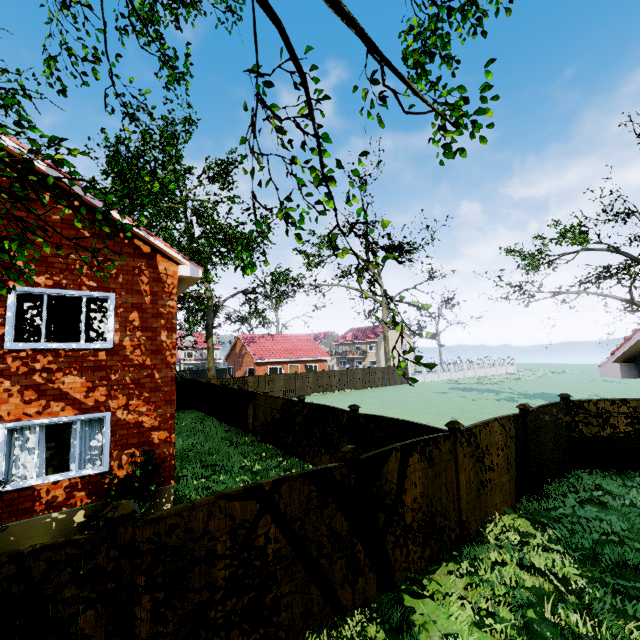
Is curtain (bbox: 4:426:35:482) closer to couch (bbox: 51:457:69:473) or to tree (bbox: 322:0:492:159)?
couch (bbox: 51:457:69:473)

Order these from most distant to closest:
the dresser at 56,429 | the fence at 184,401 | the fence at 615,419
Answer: the fence at 184,401 < the dresser at 56,429 < the fence at 615,419

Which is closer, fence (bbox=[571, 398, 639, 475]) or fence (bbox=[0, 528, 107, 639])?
fence (bbox=[0, 528, 107, 639])

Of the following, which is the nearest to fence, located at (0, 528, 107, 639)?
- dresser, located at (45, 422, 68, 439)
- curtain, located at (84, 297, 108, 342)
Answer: curtain, located at (84, 297, 108, 342)

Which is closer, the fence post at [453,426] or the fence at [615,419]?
the fence post at [453,426]

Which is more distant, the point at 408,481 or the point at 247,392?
the point at 247,392

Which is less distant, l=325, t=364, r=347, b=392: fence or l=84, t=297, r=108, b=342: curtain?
l=84, t=297, r=108, b=342: curtain

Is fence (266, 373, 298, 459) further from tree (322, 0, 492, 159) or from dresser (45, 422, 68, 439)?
dresser (45, 422, 68, 439)
